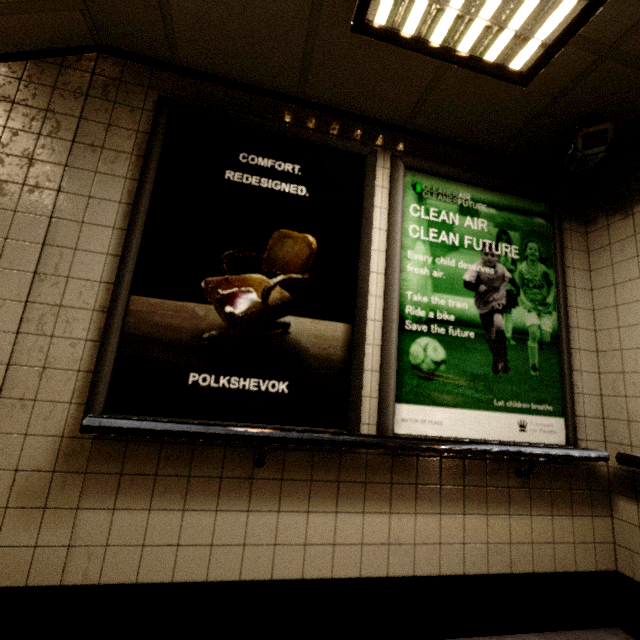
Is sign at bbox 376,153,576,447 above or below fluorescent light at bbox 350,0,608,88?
below

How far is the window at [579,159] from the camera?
1.76m

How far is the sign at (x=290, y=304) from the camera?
1.53m

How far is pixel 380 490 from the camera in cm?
167

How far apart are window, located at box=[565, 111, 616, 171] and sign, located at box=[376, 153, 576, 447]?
0.2m

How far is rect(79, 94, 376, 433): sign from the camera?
1.5m

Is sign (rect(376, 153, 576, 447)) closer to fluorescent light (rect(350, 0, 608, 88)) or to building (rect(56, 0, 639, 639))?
building (rect(56, 0, 639, 639))

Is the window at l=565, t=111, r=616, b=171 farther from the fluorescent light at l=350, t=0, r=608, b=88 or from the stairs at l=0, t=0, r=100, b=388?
the stairs at l=0, t=0, r=100, b=388
